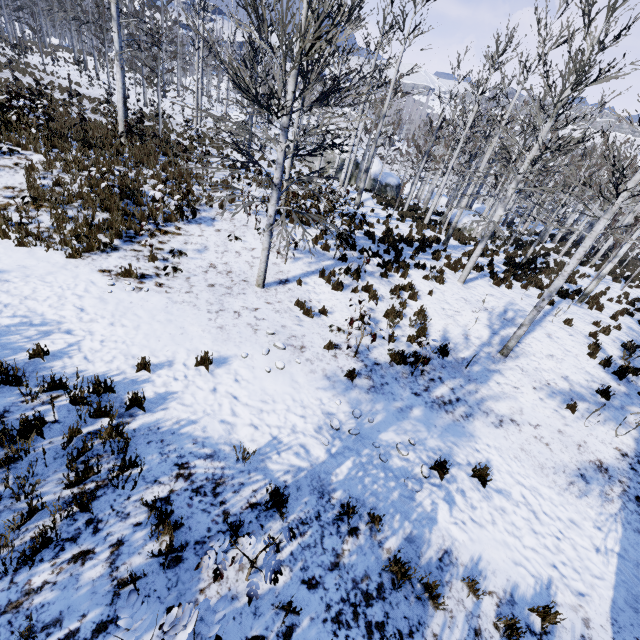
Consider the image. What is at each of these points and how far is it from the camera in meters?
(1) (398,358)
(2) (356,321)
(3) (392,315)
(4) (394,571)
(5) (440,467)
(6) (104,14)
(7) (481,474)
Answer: (1) instancedfoliageactor, 7.6 m
(2) instancedfoliageactor, 7.4 m
(3) instancedfoliageactor, 9.2 m
(4) instancedfoliageactor, 3.8 m
(5) instancedfoliageactor, 5.4 m
(6) instancedfoliageactor, 21.7 m
(7) instancedfoliageactor, 5.5 m

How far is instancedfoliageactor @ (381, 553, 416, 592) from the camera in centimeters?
369cm

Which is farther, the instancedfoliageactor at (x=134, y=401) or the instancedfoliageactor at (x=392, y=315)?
the instancedfoliageactor at (x=392, y=315)

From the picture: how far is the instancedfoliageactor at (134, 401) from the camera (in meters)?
4.68

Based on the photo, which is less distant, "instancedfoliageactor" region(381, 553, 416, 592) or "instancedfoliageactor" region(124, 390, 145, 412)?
"instancedfoliageactor" region(381, 553, 416, 592)

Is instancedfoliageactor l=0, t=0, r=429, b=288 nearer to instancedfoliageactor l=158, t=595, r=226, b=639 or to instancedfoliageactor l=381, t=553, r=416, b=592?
instancedfoliageactor l=158, t=595, r=226, b=639
